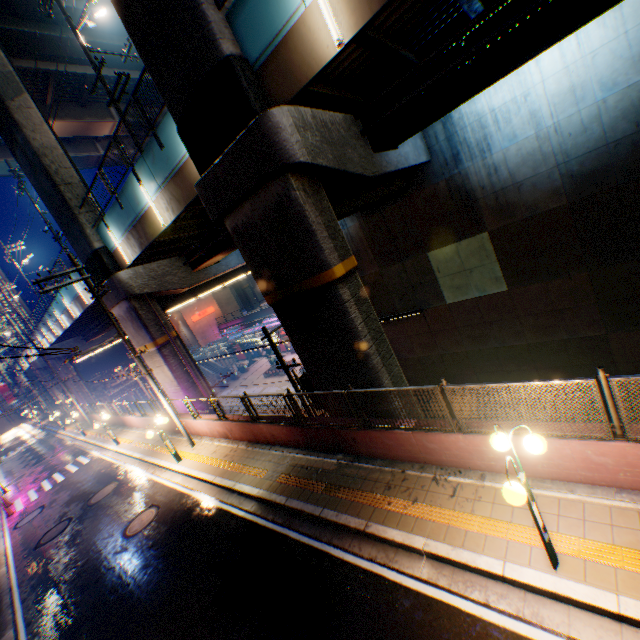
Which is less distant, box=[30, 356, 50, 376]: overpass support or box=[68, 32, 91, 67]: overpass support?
box=[68, 32, 91, 67]: overpass support

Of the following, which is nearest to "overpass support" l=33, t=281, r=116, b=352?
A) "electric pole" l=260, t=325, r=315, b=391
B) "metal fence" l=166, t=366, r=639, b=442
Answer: "metal fence" l=166, t=366, r=639, b=442

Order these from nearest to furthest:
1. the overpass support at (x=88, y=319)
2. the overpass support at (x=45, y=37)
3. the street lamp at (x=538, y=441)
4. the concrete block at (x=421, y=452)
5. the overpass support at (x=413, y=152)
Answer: the street lamp at (x=538, y=441)
the concrete block at (x=421, y=452)
the overpass support at (x=413, y=152)
the overpass support at (x=45, y=37)
the overpass support at (x=88, y=319)

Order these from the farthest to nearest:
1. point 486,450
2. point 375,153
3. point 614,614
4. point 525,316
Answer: point 525,316 < point 375,153 < point 486,450 < point 614,614

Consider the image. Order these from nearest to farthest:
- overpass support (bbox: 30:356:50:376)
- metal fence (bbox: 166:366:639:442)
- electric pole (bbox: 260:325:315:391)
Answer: metal fence (bbox: 166:366:639:442)
electric pole (bbox: 260:325:315:391)
overpass support (bbox: 30:356:50:376)

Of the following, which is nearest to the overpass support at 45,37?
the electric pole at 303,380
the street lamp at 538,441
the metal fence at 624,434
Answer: the metal fence at 624,434

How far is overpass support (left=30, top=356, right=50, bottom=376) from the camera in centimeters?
4884cm

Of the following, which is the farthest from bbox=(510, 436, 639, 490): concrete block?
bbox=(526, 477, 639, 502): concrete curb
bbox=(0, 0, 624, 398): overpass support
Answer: bbox=(0, 0, 624, 398): overpass support
